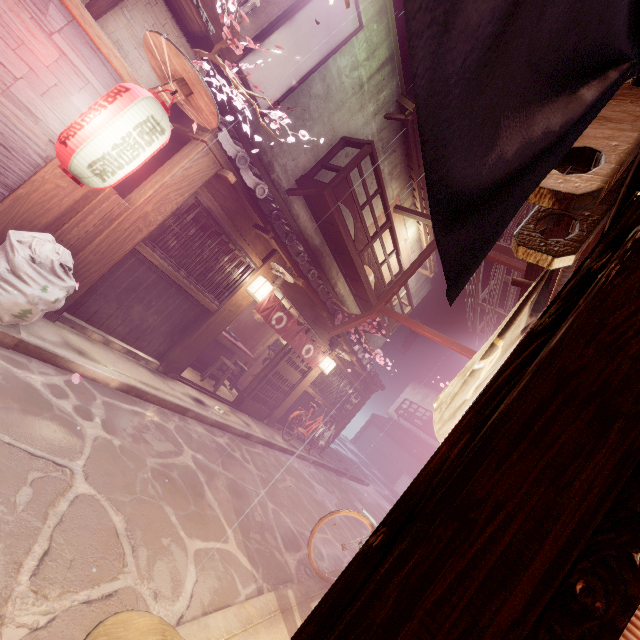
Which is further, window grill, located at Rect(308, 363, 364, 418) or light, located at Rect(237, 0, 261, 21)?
window grill, located at Rect(308, 363, 364, 418)

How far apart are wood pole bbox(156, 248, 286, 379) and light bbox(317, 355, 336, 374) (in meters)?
6.49

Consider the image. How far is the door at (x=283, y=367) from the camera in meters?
14.8 m

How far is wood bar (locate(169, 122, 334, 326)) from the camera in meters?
8.5

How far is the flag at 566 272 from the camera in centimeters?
369cm

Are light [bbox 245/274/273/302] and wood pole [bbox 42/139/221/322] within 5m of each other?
yes

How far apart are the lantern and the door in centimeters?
992cm

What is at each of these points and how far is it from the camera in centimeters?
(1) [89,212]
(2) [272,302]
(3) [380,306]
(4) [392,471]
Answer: (1) stick, 748cm
(2) flag, 1248cm
(3) wire stand, 1443cm
(4) foundation, 4425cm
